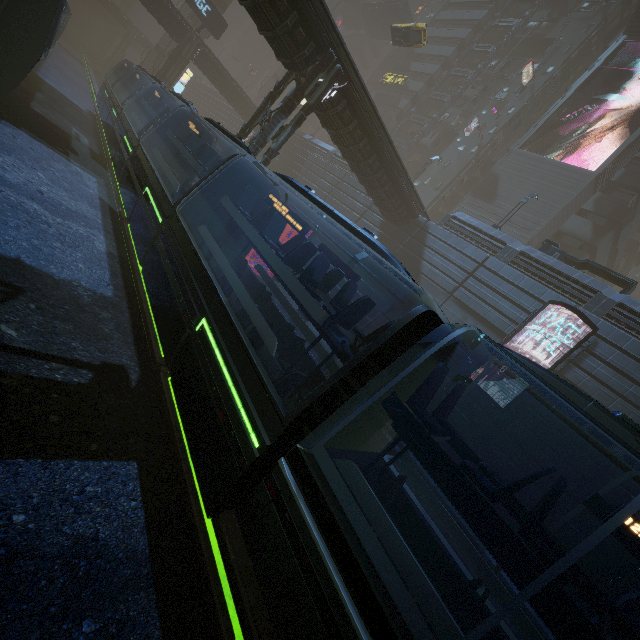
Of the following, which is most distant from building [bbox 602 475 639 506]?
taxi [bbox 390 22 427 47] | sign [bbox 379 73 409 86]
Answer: taxi [bbox 390 22 427 47]

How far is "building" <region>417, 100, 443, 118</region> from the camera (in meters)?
46.77

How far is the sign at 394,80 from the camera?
48.2m

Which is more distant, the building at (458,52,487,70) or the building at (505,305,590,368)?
the building at (458,52,487,70)

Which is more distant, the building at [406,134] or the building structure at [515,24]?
the building at [406,134]

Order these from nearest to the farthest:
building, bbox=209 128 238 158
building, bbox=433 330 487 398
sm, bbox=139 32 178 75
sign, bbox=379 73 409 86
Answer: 1. building, bbox=209 128 238 158
2. building, bbox=433 330 487 398
3. sm, bbox=139 32 178 75
4. sign, bbox=379 73 409 86

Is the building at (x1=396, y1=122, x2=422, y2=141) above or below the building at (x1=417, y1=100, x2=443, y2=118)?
below

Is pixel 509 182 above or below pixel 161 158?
above
